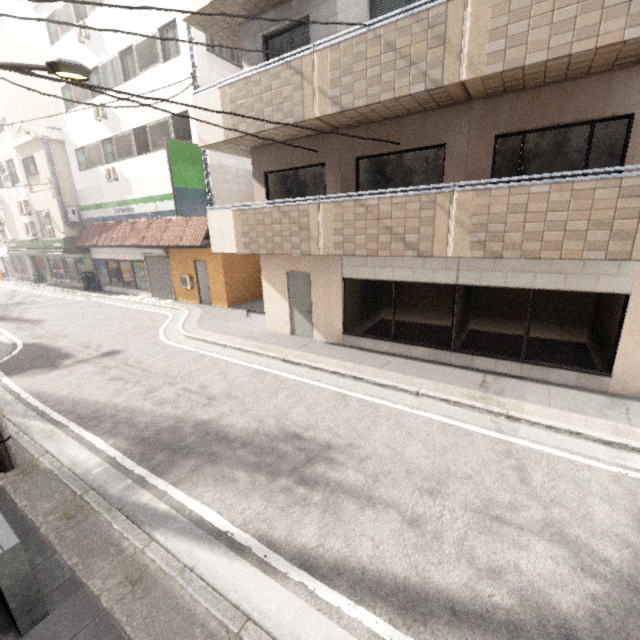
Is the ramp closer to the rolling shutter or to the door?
the door

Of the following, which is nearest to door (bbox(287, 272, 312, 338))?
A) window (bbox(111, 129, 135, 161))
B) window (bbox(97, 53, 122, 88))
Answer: window (bbox(111, 129, 135, 161))

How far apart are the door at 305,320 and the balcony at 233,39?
6.6 meters

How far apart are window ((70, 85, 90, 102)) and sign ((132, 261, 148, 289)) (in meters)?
7.92

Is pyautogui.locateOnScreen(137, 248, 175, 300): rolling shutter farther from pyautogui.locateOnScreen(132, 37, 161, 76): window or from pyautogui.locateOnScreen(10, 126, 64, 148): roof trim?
pyautogui.locateOnScreen(10, 126, 64, 148): roof trim

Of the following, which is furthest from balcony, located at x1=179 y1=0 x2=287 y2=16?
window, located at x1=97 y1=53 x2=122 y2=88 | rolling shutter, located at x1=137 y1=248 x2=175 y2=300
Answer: rolling shutter, located at x1=137 y1=248 x2=175 y2=300

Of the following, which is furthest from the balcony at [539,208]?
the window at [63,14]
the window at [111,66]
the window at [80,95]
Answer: the window at [63,14]

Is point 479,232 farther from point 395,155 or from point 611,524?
point 611,524
